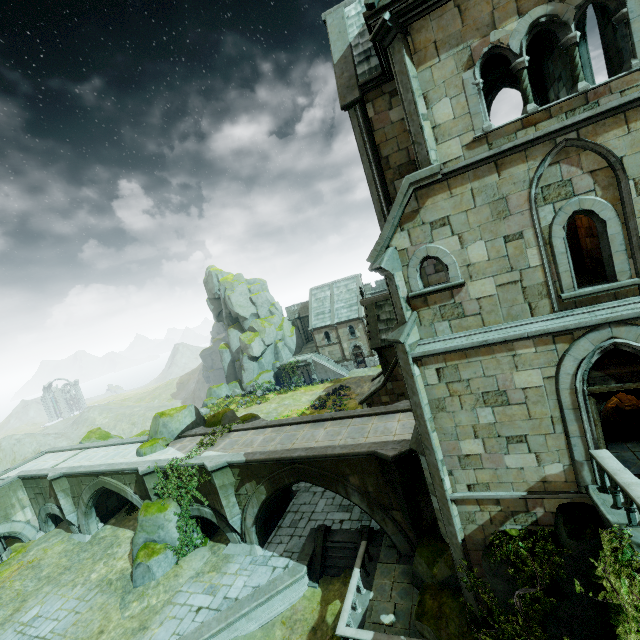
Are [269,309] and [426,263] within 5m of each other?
no

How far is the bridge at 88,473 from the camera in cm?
1914

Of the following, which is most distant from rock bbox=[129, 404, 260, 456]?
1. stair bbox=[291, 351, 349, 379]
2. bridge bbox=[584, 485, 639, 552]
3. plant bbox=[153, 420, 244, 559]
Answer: bridge bbox=[584, 485, 639, 552]

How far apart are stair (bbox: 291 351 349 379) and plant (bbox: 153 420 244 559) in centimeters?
2924cm

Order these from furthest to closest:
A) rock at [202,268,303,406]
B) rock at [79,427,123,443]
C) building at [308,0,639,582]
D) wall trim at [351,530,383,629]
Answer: rock at [202,268,303,406], rock at [79,427,123,443], wall trim at [351,530,383,629], building at [308,0,639,582]

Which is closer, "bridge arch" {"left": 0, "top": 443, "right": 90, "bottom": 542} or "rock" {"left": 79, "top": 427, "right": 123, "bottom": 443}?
"bridge arch" {"left": 0, "top": 443, "right": 90, "bottom": 542}

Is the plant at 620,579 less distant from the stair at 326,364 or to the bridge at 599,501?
the bridge at 599,501

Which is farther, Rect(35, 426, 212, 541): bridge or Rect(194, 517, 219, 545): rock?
Rect(35, 426, 212, 541): bridge
